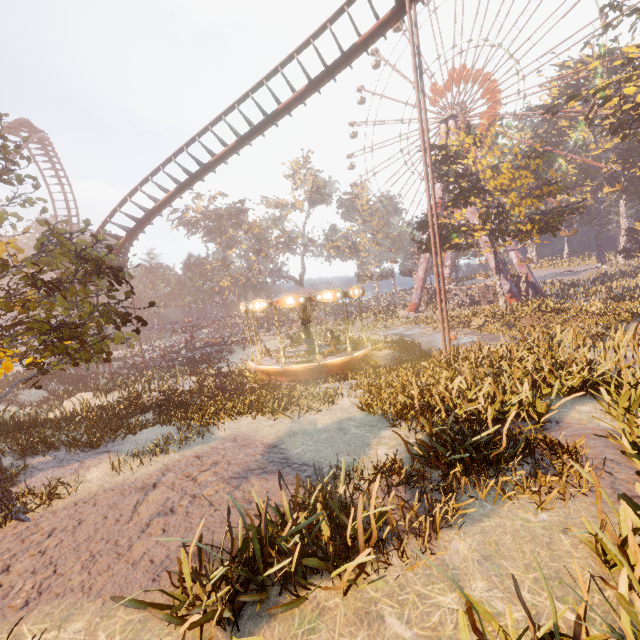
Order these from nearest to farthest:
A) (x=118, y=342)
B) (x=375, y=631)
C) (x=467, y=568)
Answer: (x=375, y=631), (x=467, y=568), (x=118, y=342)

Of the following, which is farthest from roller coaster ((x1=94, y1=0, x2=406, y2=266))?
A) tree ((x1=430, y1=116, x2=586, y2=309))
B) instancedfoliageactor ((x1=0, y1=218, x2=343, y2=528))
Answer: tree ((x1=430, y1=116, x2=586, y2=309))

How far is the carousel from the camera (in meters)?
16.97

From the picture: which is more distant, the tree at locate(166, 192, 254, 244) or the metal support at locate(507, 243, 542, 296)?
the tree at locate(166, 192, 254, 244)

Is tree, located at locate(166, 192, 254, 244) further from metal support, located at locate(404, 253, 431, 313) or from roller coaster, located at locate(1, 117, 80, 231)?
metal support, located at locate(404, 253, 431, 313)

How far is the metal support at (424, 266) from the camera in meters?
48.9 m

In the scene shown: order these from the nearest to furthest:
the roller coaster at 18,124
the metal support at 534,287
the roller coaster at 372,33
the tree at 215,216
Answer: the roller coaster at 372,33 → the roller coaster at 18,124 → the metal support at 534,287 → the tree at 215,216

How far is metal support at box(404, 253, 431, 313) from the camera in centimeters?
4891cm
